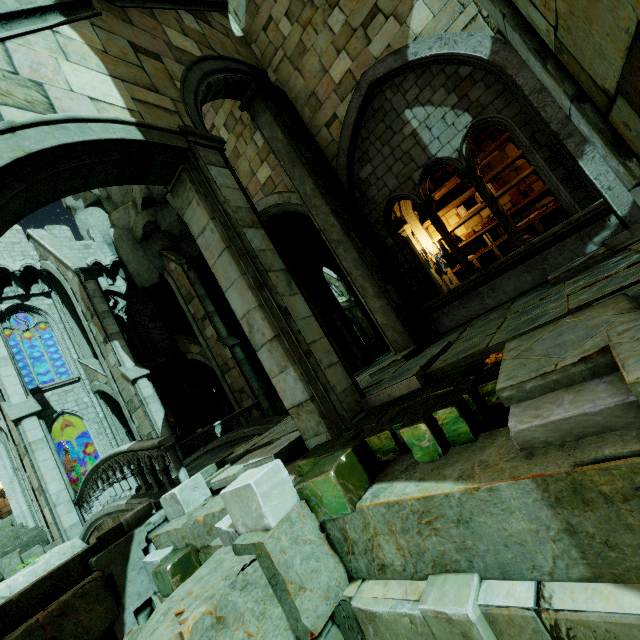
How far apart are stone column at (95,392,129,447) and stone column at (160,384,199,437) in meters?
3.3 m

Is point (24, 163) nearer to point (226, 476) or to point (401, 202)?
point (226, 476)

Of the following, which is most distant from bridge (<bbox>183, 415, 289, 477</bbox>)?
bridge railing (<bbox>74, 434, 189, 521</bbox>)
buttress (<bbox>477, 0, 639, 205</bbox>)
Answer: buttress (<bbox>477, 0, 639, 205</bbox>)

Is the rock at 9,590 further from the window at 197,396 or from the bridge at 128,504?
the window at 197,396

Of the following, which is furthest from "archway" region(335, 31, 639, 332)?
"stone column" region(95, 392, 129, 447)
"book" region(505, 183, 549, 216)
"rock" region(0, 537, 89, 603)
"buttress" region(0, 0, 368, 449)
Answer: "stone column" region(95, 392, 129, 447)

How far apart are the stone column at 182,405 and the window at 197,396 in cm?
2

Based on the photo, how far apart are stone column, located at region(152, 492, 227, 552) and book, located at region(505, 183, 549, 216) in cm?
740

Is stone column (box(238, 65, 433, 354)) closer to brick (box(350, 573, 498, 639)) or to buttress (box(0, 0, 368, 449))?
buttress (box(0, 0, 368, 449))
